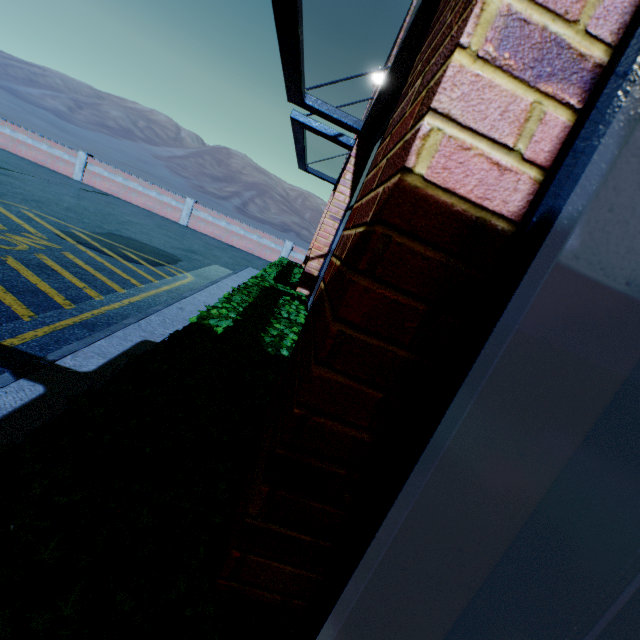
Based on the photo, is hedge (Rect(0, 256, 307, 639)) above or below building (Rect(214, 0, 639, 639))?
below

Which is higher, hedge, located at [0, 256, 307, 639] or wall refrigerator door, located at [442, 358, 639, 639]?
wall refrigerator door, located at [442, 358, 639, 639]

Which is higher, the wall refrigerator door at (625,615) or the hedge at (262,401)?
the wall refrigerator door at (625,615)

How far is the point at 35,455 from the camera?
1.0m
